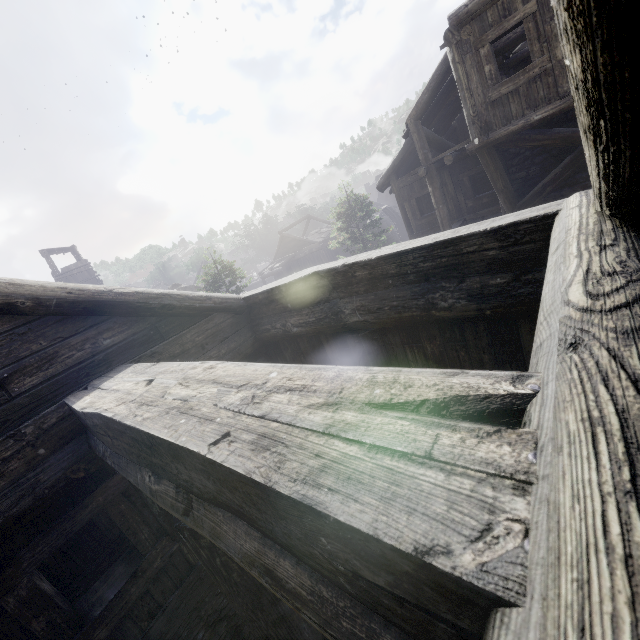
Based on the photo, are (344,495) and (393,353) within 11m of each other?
yes
